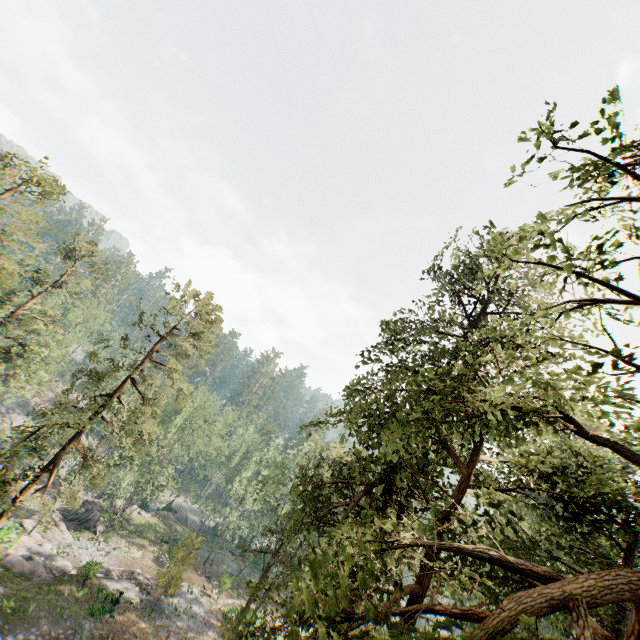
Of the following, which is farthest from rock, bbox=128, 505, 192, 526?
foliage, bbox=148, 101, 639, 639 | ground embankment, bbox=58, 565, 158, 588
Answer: ground embankment, bbox=58, 565, 158, 588

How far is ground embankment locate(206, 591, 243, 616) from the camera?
32.1m

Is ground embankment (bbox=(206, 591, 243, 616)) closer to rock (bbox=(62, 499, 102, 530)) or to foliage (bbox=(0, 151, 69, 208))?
foliage (bbox=(0, 151, 69, 208))

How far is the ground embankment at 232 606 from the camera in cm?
3206

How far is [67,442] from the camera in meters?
20.9 m

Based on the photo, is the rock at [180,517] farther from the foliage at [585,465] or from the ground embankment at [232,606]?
the ground embankment at [232,606]
